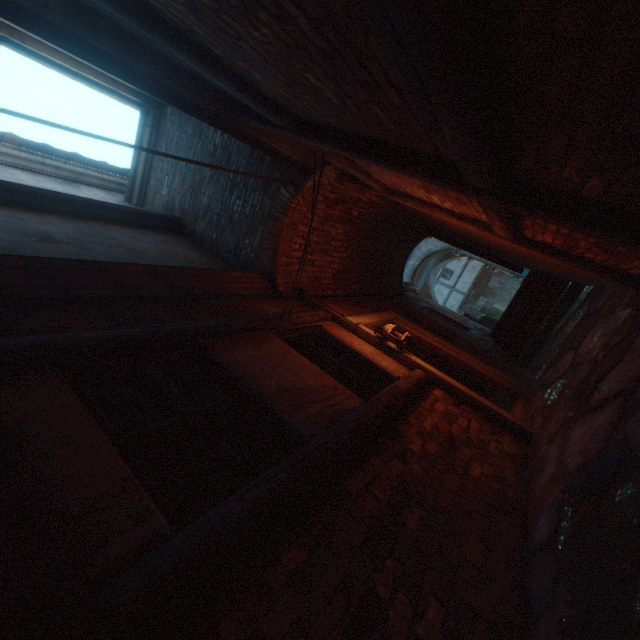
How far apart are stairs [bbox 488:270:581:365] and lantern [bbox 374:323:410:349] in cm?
413

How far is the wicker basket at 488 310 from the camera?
13.5 meters

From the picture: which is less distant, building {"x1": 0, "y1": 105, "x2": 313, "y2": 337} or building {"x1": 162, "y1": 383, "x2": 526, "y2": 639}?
building {"x1": 162, "y1": 383, "x2": 526, "y2": 639}

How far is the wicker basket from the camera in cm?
1346

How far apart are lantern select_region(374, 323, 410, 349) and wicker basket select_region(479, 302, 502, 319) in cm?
1077

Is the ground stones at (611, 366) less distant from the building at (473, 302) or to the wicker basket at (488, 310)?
the building at (473, 302)

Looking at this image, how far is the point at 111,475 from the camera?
1.5m

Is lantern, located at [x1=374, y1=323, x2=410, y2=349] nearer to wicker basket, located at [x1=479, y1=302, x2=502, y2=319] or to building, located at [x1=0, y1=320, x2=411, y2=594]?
building, located at [x1=0, y1=320, x2=411, y2=594]
